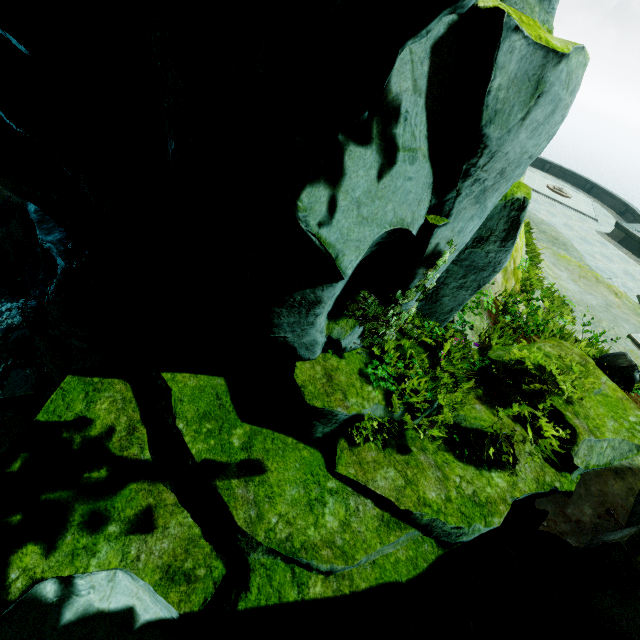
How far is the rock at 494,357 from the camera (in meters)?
5.96

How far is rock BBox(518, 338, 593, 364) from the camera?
6.63m

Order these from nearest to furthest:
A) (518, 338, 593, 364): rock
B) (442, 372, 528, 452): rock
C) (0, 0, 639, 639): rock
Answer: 1. (0, 0, 639, 639): rock
2. (442, 372, 528, 452): rock
3. (518, 338, 593, 364): rock

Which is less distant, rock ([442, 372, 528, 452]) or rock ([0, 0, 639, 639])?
rock ([0, 0, 639, 639])

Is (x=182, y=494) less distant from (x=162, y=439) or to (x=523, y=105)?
(x=162, y=439)

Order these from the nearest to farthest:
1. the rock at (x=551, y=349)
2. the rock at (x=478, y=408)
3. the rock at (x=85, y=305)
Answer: the rock at (x=85, y=305) < the rock at (x=478, y=408) < the rock at (x=551, y=349)

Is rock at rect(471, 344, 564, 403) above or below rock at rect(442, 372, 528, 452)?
above
